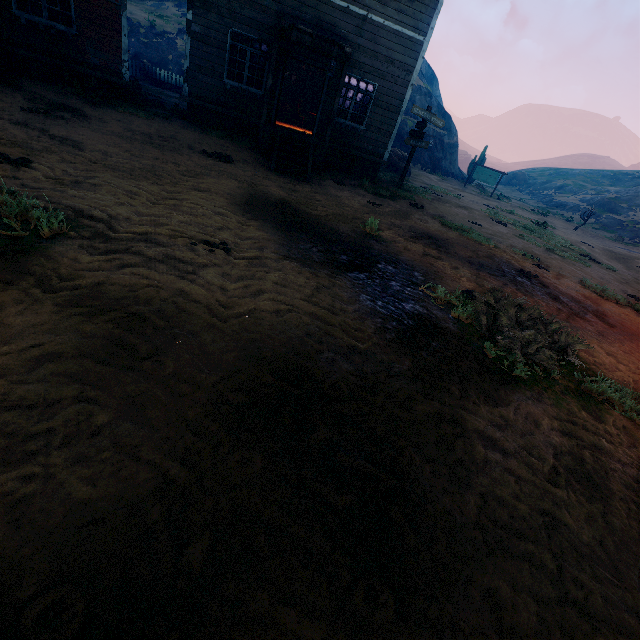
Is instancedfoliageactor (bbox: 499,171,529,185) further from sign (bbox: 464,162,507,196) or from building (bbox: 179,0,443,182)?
building (bbox: 179,0,443,182)

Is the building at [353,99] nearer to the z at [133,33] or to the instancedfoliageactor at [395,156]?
the z at [133,33]

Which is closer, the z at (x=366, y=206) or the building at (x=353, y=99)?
the z at (x=366, y=206)

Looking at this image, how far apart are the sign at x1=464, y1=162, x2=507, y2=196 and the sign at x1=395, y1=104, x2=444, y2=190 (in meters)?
19.22

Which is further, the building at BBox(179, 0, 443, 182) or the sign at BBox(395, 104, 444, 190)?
the sign at BBox(395, 104, 444, 190)

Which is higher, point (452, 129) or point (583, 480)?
point (452, 129)

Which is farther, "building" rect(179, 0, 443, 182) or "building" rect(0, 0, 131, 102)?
"building" rect(179, 0, 443, 182)

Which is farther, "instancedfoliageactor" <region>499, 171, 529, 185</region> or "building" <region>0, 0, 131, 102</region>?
Answer: "instancedfoliageactor" <region>499, 171, 529, 185</region>
